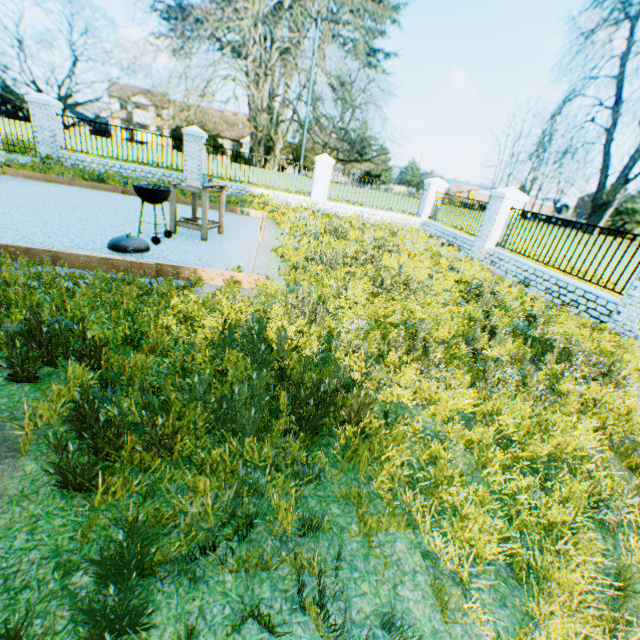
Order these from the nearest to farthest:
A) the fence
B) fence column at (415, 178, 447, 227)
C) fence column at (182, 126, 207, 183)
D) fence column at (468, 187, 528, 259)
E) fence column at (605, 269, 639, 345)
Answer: fence column at (605, 269, 639, 345) < the fence < fence column at (468, 187, 528, 259) < fence column at (182, 126, 207, 183) < fence column at (415, 178, 447, 227)

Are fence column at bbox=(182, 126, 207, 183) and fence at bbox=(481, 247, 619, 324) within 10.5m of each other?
no

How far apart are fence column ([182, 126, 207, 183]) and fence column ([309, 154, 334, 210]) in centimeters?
476cm

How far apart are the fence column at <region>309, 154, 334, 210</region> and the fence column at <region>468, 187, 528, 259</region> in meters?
6.7 m

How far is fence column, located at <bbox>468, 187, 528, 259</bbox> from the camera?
10.4 meters

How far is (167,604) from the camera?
1.6m

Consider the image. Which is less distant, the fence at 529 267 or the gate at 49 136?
the fence at 529 267

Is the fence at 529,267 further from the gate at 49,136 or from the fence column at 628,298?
the gate at 49,136
